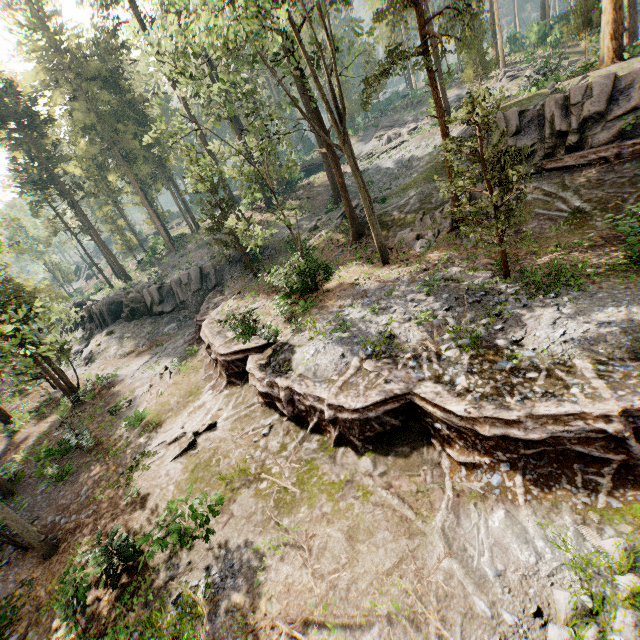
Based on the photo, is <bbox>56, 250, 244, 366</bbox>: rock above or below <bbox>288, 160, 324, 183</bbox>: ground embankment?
below

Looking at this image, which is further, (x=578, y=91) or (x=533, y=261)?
(x=578, y=91)

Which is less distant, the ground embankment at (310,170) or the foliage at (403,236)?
the foliage at (403,236)

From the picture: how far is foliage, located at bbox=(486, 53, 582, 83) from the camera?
25.98m

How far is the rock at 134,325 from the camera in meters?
30.5 m

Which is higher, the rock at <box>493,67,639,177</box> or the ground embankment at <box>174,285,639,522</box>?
the rock at <box>493,67,639,177</box>

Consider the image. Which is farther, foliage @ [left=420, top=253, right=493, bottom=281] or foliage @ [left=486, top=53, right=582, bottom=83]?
foliage @ [left=486, top=53, right=582, bottom=83]

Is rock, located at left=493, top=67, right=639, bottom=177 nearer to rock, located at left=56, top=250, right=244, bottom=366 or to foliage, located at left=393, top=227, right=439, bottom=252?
foliage, located at left=393, top=227, right=439, bottom=252
